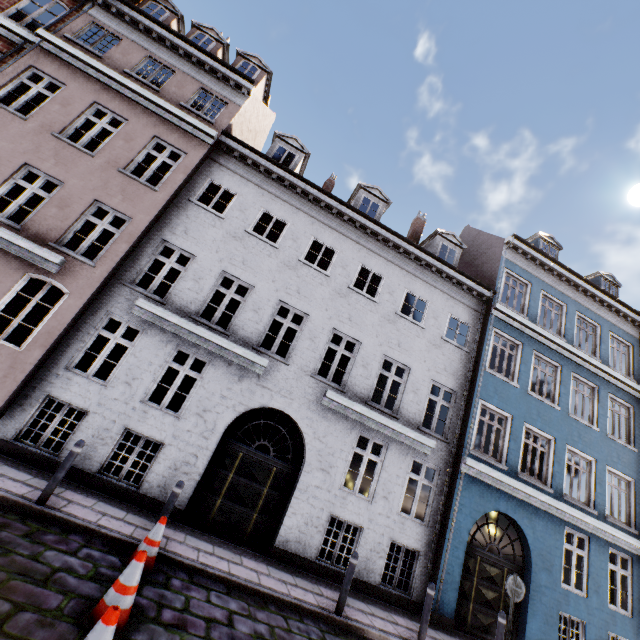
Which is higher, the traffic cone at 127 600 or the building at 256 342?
the building at 256 342

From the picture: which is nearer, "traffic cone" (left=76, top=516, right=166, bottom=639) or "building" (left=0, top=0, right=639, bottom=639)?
"traffic cone" (left=76, top=516, right=166, bottom=639)

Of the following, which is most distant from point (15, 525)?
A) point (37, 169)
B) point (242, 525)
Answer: point (37, 169)

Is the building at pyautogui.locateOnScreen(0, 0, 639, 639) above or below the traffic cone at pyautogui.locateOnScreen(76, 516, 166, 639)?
above

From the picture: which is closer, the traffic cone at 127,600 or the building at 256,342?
the traffic cone at 127,600
